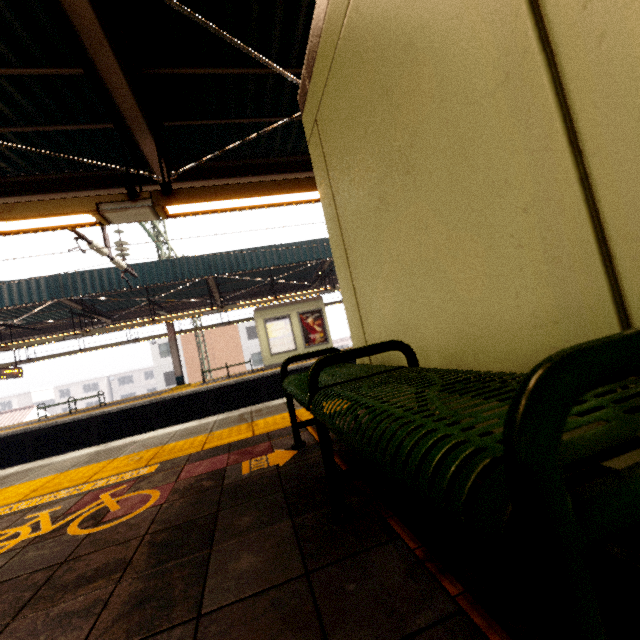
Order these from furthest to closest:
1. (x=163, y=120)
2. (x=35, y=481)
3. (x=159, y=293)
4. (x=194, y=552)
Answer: (x=159, y=293), (x=163, y=120), (x=35, y=481), (x=194, y=552)

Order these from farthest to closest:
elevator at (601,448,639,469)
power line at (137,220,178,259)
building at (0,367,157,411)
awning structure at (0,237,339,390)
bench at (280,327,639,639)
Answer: building at (0,367,157,411) → power line at (137,220,178,259) → awning structure at (0,237,339,390) → elevator at (601,448,639,469) → bench at (280,327,639,639)

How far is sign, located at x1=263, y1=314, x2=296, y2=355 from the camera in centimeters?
1518cm

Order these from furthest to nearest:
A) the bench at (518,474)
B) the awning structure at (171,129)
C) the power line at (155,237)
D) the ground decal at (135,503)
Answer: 1. the power line at (155,237)
2. the awning structure at (171,129)
3. the ground decal at (135,503)
4. the bench at (518,474)

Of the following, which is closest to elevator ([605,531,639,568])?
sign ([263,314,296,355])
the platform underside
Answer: the platform underside

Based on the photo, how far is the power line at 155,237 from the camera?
12.9 meters

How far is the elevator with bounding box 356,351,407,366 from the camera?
1.95m

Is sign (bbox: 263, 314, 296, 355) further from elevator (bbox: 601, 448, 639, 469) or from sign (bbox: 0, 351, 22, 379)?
elevator (bbox: 601, 448, 639, 469)
